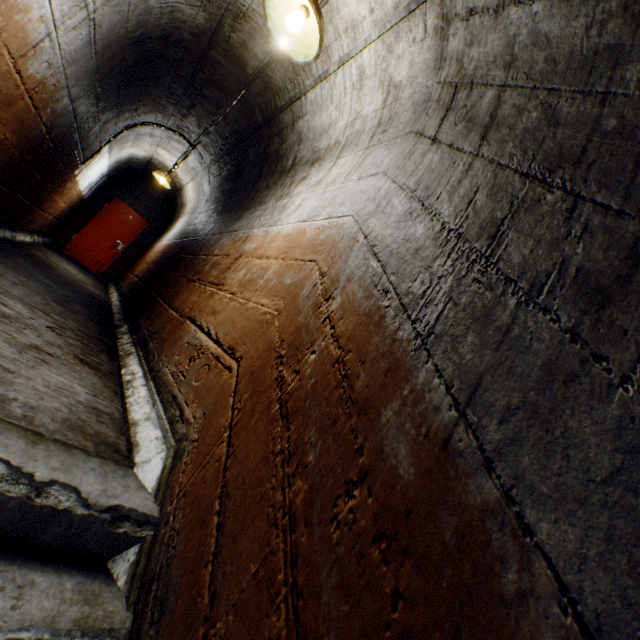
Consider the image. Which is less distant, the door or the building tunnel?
the building tunnel

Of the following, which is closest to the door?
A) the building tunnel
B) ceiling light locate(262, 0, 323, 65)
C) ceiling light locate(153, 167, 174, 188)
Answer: the building tunnel

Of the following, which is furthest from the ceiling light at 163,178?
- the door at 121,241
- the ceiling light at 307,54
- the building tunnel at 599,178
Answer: the ceiling light at 307,54

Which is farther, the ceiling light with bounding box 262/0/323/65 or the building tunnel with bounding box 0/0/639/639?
the ceiling light with bounding box 262/0/323/65

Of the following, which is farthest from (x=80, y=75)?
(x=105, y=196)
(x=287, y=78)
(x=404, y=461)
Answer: (x=105, y=196)

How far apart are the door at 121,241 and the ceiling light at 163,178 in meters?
3.3 m

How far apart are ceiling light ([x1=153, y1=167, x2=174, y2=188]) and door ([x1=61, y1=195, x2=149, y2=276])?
3.27m

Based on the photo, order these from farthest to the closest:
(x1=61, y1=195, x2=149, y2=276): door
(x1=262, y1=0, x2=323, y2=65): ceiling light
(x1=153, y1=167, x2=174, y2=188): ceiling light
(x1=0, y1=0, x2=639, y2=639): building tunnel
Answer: (x1=61, y1=195, x2=149, y2=276): door < (x1=153, y1=167, x2=174, y2=188): ceiling light < (x1=262, y1=0, x2=323, y2=65): ceiling light < (x1=0, y1=0, x2=639, y2=639): building tunnel
